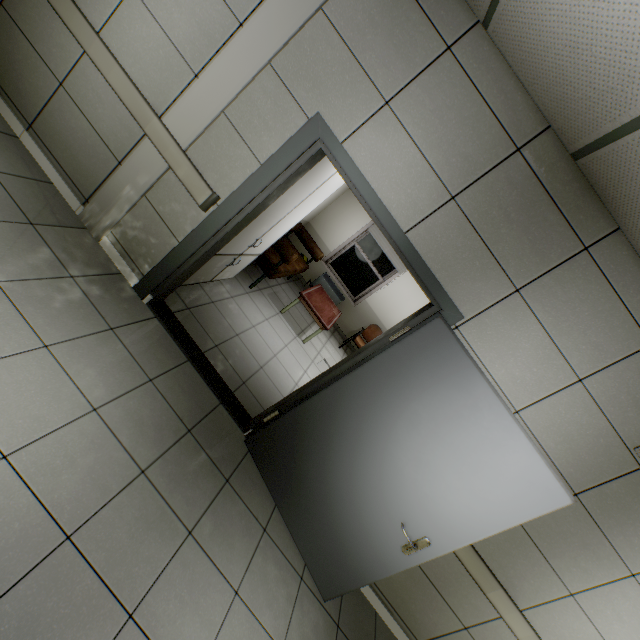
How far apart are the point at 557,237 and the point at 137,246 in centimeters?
335cm

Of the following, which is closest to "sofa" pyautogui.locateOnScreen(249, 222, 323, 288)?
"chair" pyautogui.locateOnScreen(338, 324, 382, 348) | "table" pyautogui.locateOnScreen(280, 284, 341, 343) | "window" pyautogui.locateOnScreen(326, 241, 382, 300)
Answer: "table" pyautogui.locateOnScreen(280, 284, 341, 343)

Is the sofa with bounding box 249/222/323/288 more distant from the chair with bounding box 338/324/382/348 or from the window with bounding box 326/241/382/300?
the chair with bounding box 338/324/382/348

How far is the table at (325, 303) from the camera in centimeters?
537cm

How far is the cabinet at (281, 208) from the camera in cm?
308

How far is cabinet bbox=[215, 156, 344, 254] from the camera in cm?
308

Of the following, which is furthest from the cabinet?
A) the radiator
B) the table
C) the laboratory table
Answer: the radiator

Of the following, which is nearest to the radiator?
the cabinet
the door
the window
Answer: the window
